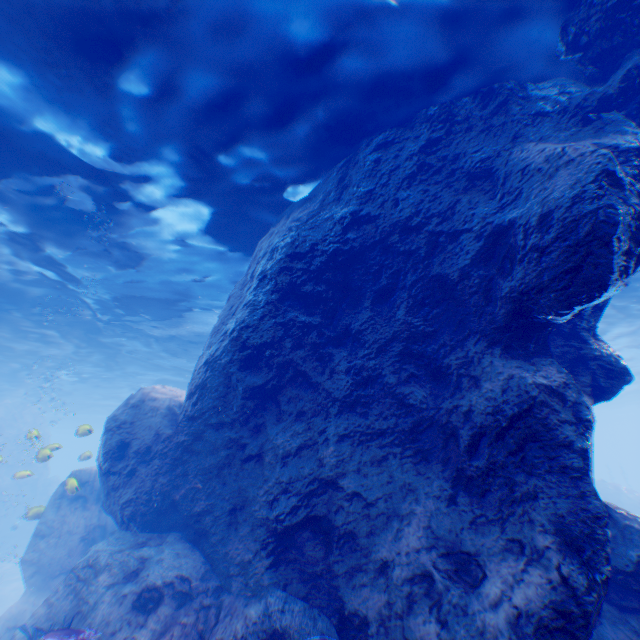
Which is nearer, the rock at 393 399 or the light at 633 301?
the rock at 393 399

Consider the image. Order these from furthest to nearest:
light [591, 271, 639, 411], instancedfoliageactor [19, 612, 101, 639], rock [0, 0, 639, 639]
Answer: light [591, 271, 639, 411] < instancedfoliageactor [19, 612, 101, 639] < rock [0, 0, 639, 639]

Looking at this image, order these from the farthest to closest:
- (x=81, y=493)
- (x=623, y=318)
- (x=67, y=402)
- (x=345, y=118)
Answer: (x=67, y=402)
(x=623, y=318)
(x=81, y=493)
(x=345, y=118)

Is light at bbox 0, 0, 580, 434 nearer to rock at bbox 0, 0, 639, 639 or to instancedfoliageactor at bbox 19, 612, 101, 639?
rock at bbox 0, 0, 639, 639

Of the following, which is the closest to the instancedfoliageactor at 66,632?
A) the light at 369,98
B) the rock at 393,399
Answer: the rock at 393,399

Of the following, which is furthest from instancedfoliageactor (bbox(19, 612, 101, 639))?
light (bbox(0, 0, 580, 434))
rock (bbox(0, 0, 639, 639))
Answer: light (bbox(0, 0, 580, 434))
